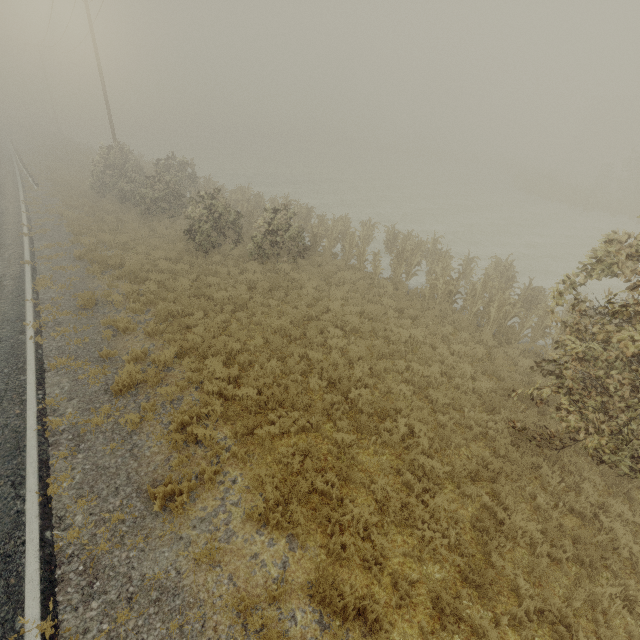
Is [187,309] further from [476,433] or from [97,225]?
[97,225]
